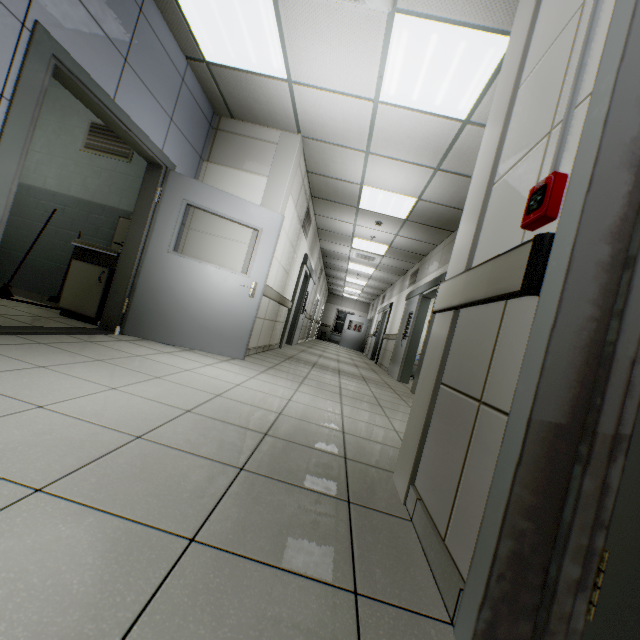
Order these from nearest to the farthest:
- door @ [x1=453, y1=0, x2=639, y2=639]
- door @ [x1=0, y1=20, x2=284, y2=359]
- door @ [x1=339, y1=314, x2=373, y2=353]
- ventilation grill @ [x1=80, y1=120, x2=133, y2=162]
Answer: door @ [x1=453, y1=0, x2=639, y2=639] → door @ [x1=0, y1=20, x2=284, y2=359] → ventilation grill @ [x1=80, y1=120, x2=133, y2=162] → door @ [x1=339, y1=314, x2=373, y2=353]

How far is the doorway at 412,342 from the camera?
7.20m

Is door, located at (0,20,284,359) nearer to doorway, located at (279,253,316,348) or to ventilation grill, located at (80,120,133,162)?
ventilation grill, located at (80,120,133,162)

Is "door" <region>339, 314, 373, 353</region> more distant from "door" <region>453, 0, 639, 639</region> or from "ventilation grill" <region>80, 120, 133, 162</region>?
"door" <region>453, 0, 639, 639</region>

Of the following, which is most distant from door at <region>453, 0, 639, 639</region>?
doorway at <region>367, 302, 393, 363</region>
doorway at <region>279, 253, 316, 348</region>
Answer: doorway at <region>367, 302, 393, 363</region>

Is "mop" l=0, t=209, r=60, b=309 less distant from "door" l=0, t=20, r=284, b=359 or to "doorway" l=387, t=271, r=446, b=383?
"door" l=0, t=20, r=284, b=359

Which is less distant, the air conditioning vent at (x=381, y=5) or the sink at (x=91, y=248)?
the air conditioning vent at (x=381, y=5)

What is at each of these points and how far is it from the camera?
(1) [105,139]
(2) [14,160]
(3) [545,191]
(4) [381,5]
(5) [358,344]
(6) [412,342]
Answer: (1) ventilation grill, 4.7m
(2) door, 2.2m
(3) fire alarm, 1.0m
(4) air conditioning vent, 2.5m
(5) door, 19.2m
(6) doorway, 7.6m
